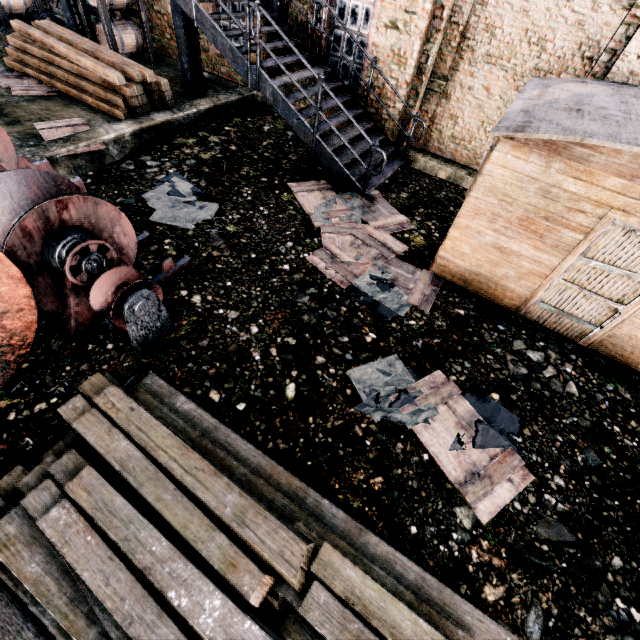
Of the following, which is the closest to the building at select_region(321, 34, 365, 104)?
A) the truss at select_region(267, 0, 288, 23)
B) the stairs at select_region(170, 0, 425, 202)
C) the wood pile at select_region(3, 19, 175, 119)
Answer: the truss at select_region(267, 0, 288, 23)

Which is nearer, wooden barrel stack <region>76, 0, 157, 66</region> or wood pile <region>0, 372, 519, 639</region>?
wood pile <region>0, 372, 519, 639</region>

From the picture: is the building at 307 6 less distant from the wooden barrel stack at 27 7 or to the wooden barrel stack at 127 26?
the wooden barrel stack at 127 26

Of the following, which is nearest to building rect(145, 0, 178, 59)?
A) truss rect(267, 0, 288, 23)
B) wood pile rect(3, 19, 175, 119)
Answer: truss rect(267, 0, 288, 23)

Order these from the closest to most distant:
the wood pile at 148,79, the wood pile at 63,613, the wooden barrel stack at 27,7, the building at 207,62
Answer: the wood pile at 63,613 < the wood pile at 148,79 < the building at 207,62 < the wooden barrel stack at 27,7

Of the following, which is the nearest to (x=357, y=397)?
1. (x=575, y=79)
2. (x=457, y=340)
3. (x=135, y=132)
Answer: (x=457, y=340)

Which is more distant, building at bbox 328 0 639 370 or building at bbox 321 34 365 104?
building at bbox 321 34 365 104

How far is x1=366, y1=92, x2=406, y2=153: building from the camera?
10.19m
